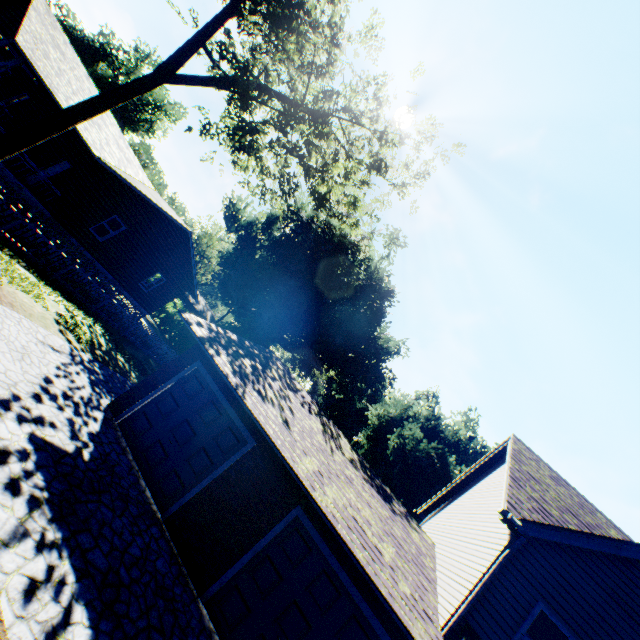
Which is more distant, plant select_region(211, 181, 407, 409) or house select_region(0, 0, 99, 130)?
plant select_region(211, 181, 407, 409)

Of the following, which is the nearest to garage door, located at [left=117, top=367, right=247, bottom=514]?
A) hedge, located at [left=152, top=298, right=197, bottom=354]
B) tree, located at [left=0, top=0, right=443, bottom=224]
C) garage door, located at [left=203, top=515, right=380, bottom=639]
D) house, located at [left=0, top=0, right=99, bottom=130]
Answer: garage door, located at [left=203, top=515, right=380, bottom=639]

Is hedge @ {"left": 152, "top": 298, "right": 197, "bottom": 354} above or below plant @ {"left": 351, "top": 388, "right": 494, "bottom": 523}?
below

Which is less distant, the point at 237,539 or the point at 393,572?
the point at 393,572

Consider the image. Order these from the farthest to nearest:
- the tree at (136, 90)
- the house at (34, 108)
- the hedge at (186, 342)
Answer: the hedge at (186, 342) → the house at (34, 108) → the tree at (136, 90)

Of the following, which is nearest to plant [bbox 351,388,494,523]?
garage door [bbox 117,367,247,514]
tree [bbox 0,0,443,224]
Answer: tree [bbox 0,0,443,224]

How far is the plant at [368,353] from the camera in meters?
33.6
